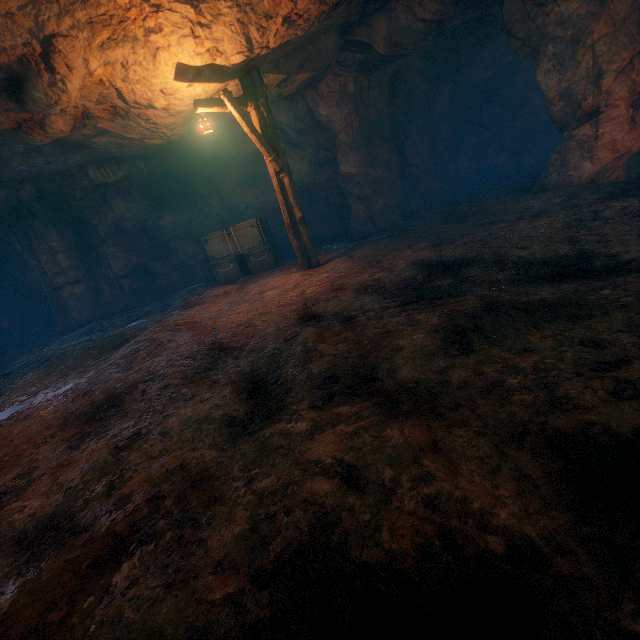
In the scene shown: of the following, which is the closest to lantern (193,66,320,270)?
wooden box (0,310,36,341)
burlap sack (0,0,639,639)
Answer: burlap sack (0,0,639,639)

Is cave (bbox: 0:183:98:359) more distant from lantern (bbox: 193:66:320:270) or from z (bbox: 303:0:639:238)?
z (bbox: 303:0:639:238)

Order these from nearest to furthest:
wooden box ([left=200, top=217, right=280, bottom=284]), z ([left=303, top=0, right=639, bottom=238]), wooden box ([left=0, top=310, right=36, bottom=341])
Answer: z ([left=303, top=0, right=639, bottom=238]) → wooden box ([left=200, top=217, right=280, bottom=284]) → wooden box ([left=0, top=310, right=36, bottom=341])

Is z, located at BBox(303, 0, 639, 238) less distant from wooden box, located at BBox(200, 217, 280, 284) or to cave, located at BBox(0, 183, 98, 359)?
wooden box, located at BBox(200, 217, 280, 284)

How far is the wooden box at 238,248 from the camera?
10.88m

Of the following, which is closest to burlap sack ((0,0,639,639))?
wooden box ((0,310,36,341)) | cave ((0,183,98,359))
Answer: cave ((0,183,98,359))

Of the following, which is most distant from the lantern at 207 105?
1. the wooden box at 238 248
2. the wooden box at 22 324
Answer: the wooden box at 22 324

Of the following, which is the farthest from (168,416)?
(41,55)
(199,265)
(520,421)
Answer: (199,265)
